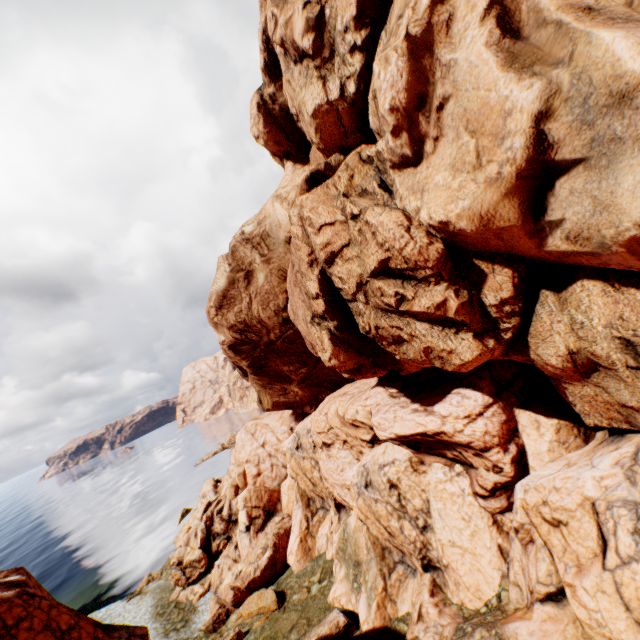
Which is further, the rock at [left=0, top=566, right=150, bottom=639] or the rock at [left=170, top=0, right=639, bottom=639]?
the rock at [left=0, top=566, right=150, bottom=639]

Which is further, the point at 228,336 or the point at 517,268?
the point at 228,336

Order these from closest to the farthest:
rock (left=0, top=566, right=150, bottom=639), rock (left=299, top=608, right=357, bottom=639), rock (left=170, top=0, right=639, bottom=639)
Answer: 1. rock (left=170, top=0, right=639, bottom=639)
2. rock (left=0, top=566, right=150, bottom=639)
3. rock (left=299, top=608, right=357, bottom=639)

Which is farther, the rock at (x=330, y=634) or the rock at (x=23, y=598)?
the rock at (x=330, y=634)

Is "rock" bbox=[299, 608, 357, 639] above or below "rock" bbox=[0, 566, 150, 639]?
below
